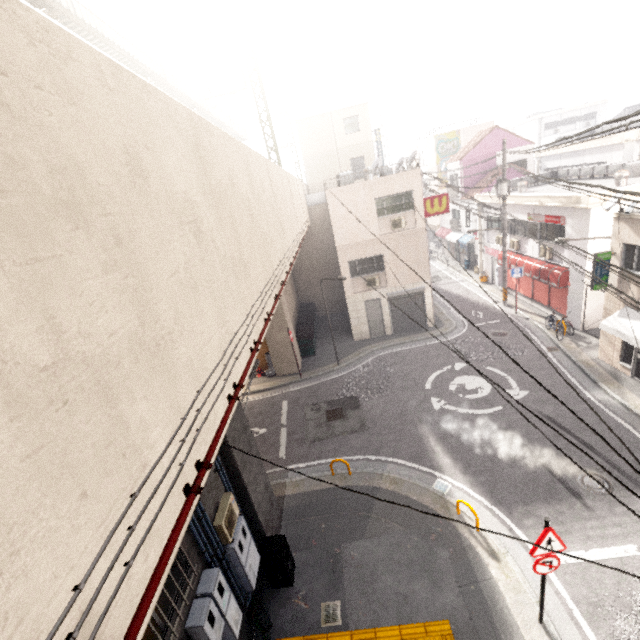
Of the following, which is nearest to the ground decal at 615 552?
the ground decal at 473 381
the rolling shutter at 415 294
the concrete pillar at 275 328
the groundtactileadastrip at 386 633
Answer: the groundtactileadastrip at 386 633

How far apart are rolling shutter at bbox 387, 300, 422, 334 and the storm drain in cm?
1412

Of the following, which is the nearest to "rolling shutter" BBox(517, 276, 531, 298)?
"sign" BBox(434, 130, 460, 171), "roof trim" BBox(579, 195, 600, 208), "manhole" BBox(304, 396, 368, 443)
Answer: "roof trim" BBox(579, 195, 600, 208)

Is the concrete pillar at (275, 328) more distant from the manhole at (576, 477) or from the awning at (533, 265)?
the awning at (533, 265)

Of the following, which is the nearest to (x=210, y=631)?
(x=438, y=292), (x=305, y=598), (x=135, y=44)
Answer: (x=305, y=598)

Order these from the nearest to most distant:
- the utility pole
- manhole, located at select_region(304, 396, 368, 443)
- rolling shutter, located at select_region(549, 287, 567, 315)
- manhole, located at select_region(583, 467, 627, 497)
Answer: manhole, located at select_region(583, 467, 627, 497)
manhole, located at select_region(304, 396, 368, 443)
rolling shutter, located at select_region(549, 287, 567, 315)
the utility pole

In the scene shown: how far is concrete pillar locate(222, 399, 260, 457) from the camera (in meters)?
7.34

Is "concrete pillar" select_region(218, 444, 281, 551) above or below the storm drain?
above
